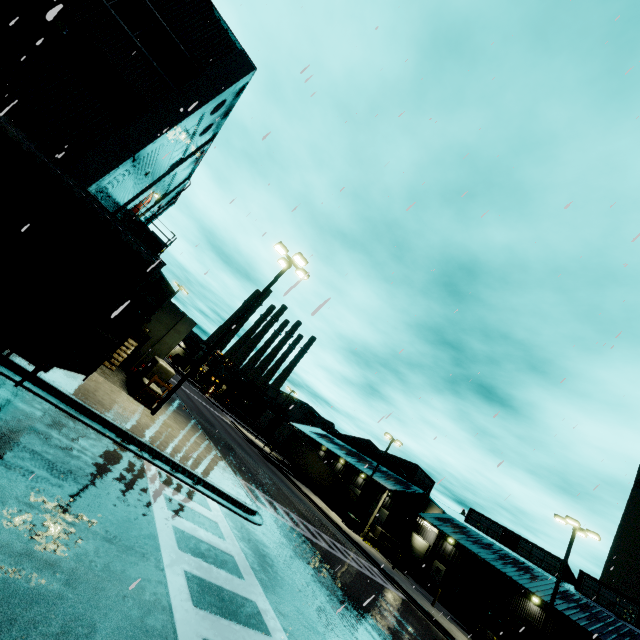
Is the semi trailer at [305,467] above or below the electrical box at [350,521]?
above

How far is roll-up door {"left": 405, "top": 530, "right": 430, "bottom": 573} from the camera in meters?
37.7

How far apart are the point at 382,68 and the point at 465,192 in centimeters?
1104cm

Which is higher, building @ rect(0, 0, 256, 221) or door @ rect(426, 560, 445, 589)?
building @ rect(0, 0, 256, 221)

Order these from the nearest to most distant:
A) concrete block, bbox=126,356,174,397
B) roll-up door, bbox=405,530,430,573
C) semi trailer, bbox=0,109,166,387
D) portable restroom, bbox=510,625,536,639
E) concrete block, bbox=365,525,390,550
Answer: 1. semi trailer, bbox=0,109,166,387
2. concrete block, bbox=126,356,174,397
3. portable restroom, bbox=510,625,536,639
4. concrete block, bbox=365,525,390,550
5. roll-up door, bbox=405,530,430,573

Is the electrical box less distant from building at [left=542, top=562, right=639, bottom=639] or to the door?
building at [left=542, top=562, right=639, bottom=639]

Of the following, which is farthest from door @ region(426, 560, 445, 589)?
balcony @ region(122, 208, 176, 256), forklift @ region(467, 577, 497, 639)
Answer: balcony @ region(122, 208, 176, 256)

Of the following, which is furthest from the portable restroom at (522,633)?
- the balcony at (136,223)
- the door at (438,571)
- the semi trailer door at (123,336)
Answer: the balcony at (136,223)
